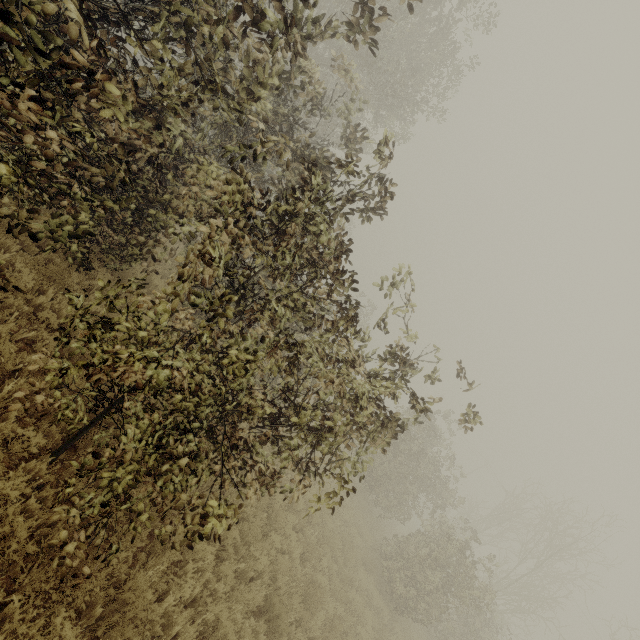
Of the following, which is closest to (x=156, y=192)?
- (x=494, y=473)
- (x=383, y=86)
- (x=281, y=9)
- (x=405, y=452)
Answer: (x=281, y=9)
